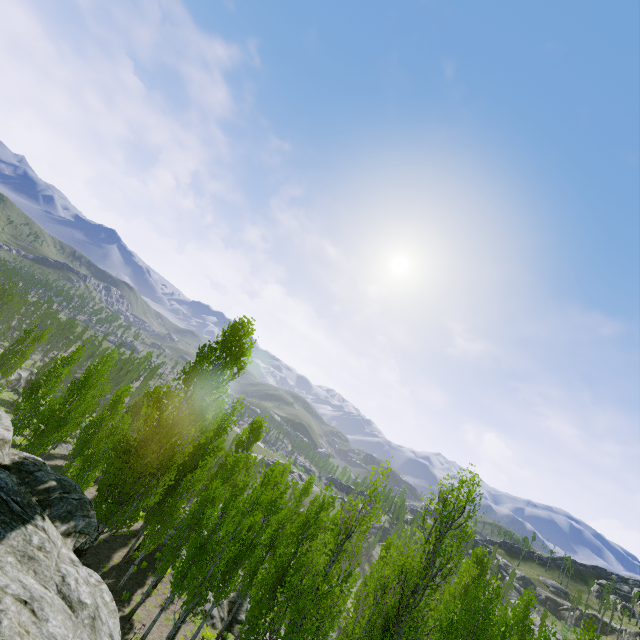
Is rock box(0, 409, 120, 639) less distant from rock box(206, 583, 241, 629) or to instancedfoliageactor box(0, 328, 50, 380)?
instancedfoliageactor box(0, 328, 50, 380)

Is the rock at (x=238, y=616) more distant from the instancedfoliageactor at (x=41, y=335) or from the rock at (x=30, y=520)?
the rock at (x=30, y=520)

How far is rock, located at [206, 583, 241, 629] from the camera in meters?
21.0 m

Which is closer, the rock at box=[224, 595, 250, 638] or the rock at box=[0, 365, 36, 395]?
the rock at box=[224, 595, 250, 638]

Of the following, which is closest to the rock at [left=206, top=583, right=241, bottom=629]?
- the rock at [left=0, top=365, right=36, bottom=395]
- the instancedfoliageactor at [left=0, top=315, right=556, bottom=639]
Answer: the instancedfoliageactor at [left=0, top=315, right=556, bottom=639]

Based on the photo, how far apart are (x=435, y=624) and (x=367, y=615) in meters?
4.3 m

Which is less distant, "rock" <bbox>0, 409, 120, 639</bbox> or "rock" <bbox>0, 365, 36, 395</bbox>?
"rock" <bbox>0, 409, 120, 639</bbox>
